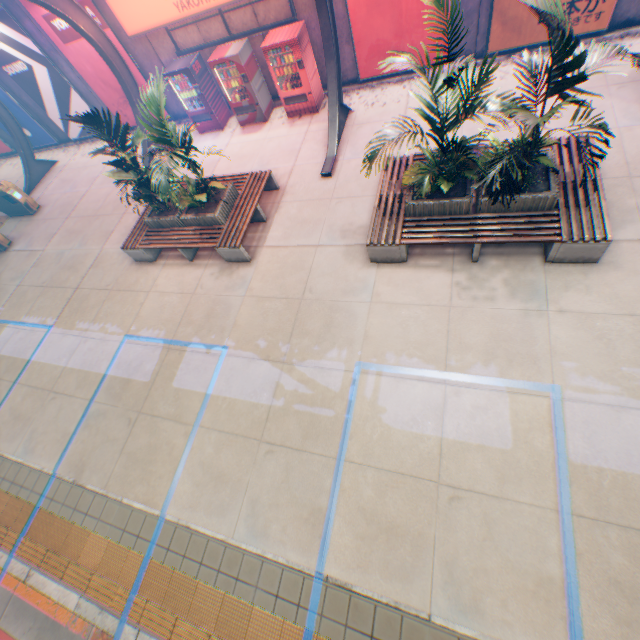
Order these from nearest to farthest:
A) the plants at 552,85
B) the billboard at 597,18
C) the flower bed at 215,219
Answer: the plants at 552,85, the billboard at 597,18, the flower bed at 215,219

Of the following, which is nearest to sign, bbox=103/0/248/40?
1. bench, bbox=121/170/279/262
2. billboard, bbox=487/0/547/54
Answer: billboard, bbox=487/0/547/54

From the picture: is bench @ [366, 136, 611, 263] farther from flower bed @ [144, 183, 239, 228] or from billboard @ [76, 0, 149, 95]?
billboard @ [76, 0, 149, 95]

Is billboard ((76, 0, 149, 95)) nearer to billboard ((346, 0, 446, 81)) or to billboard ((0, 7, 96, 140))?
billboard ((0, 7, 96, 140))

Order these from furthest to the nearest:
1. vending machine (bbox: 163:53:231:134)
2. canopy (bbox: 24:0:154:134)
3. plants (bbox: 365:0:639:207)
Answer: vending machine (bbox: 163:53:231:134), canopy (bbox: 24:0:154:134), plants (bbox: 365:0:639:207)

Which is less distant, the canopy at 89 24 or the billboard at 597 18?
the billboard at 597 18

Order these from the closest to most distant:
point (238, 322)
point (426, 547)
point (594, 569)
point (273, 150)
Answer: point (594, 569), point (426, 547), point (238, 322), point (273, 150)

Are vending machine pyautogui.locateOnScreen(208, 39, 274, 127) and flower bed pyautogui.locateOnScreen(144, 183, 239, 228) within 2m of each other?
no
